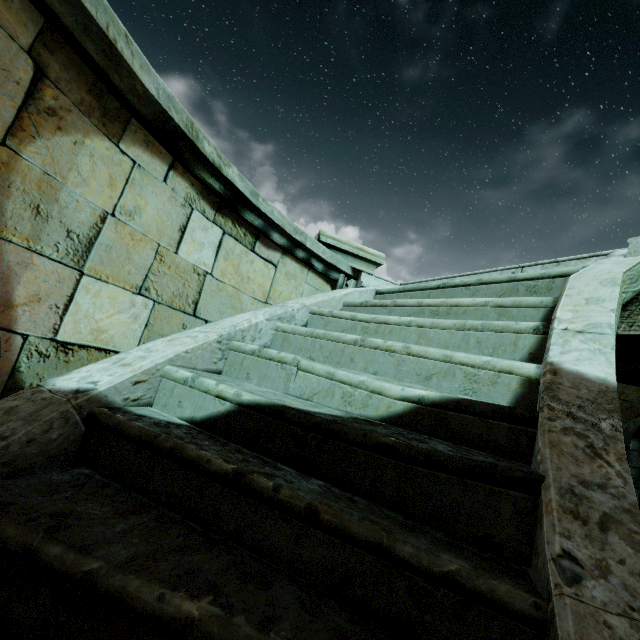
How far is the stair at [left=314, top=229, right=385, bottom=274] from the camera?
3.9 meters

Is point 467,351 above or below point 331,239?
below

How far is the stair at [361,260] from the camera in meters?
3.9 m
